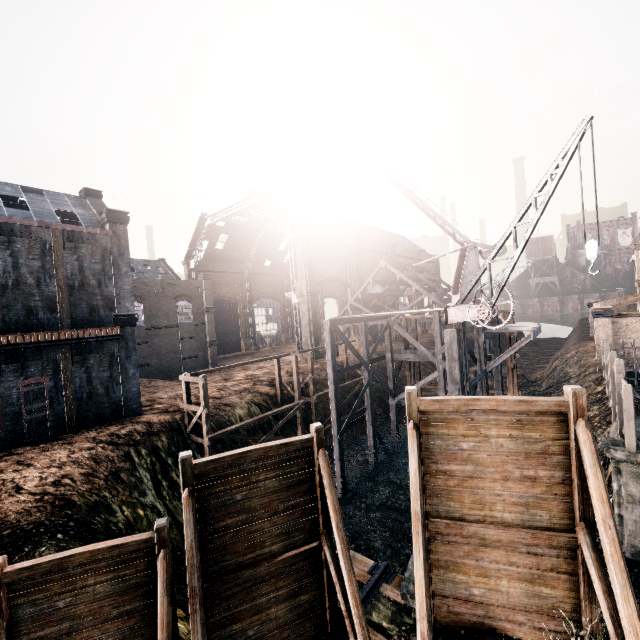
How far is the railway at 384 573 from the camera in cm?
848

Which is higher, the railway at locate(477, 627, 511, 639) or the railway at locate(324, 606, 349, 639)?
the railway at locate(477, 627, 511, 639)

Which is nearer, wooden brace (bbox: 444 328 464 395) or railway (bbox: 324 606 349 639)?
railway (bbox: 324 606 349 639)

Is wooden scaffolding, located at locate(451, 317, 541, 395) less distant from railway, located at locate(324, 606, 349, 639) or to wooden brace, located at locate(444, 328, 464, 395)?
wooden brace, located at locate(444, 328, 464, 395)

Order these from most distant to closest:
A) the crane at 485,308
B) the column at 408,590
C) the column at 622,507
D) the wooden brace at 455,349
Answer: the wooden brace at 455,349, the column at 622,507, the crane at 485,308, the column at 408,590

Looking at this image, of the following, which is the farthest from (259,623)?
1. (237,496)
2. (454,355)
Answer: (454,355)

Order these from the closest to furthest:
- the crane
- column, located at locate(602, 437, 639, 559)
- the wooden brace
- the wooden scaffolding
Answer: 1. the crane
2. column, located at locate(602, 437, 639, 559)
3. the wooden brace
4. the wooden scaffolding

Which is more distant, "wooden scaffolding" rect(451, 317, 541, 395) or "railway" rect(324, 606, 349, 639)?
"wooden scaffolding" rect(451, 317, 541, 395)
